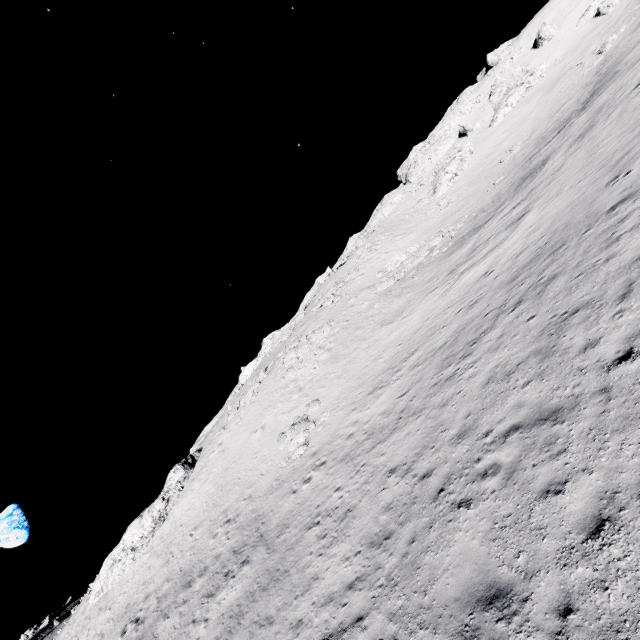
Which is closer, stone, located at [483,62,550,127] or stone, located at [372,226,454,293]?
stone, located at [372,226,454,293]

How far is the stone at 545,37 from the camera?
51.03m

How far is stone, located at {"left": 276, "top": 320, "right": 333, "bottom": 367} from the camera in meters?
32.1 m

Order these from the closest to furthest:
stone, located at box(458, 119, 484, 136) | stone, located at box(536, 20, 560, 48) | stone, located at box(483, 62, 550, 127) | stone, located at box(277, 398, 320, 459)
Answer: stone, located at box(277, 398, 320, 459)
stone, located at box(483, 62, 550, 127)
stone, located at box(536, 20, 560, 48)
stone, located at box(458, 119, 484, 136)

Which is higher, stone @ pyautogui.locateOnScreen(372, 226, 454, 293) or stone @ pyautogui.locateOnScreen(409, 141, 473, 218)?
stone @ pyautogui.locateOnScreen(409, 141, 473, 218)

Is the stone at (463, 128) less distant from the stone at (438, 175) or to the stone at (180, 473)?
the stone at (438, 175)

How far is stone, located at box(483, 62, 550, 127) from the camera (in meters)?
47.81

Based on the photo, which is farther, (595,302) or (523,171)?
(523,171)
